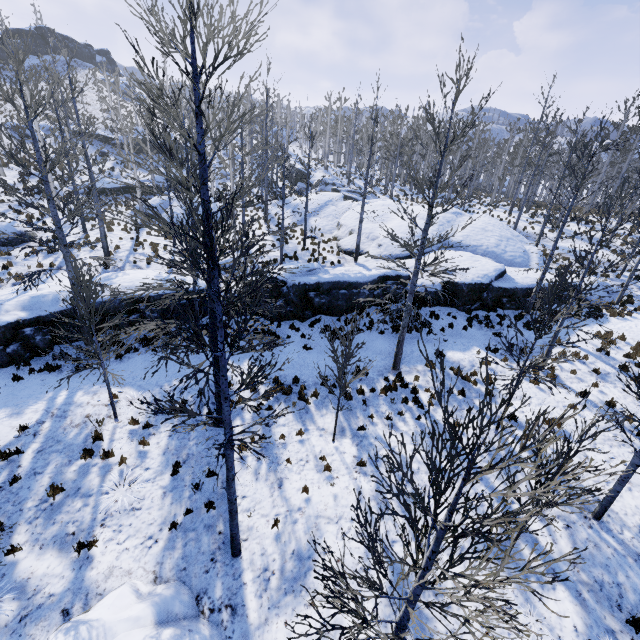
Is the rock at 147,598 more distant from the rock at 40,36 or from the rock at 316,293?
the rock at 40,36

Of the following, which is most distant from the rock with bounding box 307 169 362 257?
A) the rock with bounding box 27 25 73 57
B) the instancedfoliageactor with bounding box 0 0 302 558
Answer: the rock with bounding box 27 25 73 57

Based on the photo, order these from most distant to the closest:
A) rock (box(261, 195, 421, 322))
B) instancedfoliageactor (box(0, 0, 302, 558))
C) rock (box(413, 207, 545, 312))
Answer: rock (box(413, 207, 545, 312))
rock (box(261, 195, 421, 322))
instancedfoliageactor (box(0, 0, 302, 558))

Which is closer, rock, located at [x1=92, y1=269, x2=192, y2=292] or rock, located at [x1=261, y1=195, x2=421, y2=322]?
rock, located at [x1=92, y1=269, x2=192, y2=292]

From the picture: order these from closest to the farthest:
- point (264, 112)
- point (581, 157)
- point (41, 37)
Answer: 1. point (581, 157)
2. point (264, 112)
3. point (41, 37)

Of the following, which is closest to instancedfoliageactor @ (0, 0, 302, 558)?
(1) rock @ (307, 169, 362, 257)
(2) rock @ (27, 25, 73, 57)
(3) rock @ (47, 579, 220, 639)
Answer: (1) rock @ (307, 169, 362, 257)

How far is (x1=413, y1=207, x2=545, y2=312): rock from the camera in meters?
16.6 m

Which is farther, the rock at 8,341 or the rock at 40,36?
the rock at 40,36
